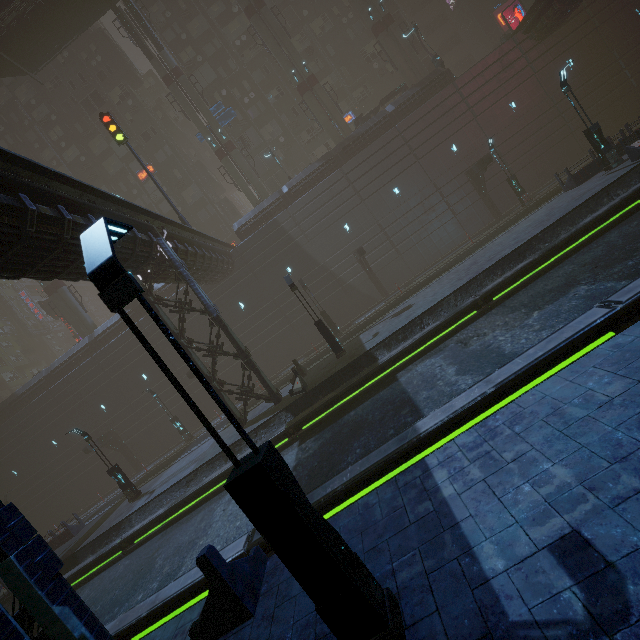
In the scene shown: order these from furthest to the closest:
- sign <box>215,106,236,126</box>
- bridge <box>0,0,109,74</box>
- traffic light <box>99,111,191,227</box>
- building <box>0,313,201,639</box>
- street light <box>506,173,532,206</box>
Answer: sign <box>215,106,236,126</box>
bridge <box>0,0,109,74</box>
street light <box>506,173,532,206</box>
traffic light <box>99,111,191,227</box>
building <box>0,313,201,639</box>

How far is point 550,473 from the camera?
4.0m

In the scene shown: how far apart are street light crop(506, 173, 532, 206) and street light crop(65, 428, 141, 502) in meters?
33.1

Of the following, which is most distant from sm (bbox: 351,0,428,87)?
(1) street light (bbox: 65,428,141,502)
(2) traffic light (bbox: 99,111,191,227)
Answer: (1) street light (bbox: 65,428,141,502)

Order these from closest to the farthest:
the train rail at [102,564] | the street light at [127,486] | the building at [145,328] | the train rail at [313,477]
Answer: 1. the train rail at [313,477]
2. the train rail at [102,564]
3. the street light at [127,486]
4. the building at [145,328]

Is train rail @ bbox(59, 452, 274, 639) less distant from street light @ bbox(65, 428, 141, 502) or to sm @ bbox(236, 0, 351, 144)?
street light @ bbox(65, 428, 141, 502)

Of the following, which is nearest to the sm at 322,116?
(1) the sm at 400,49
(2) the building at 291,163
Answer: (2) the building at 291,163

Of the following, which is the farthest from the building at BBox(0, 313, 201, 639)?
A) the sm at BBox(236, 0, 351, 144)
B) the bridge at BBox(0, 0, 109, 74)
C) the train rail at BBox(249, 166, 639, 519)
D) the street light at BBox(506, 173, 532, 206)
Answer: the bridge at BBox(0, 0, 109, 74)
